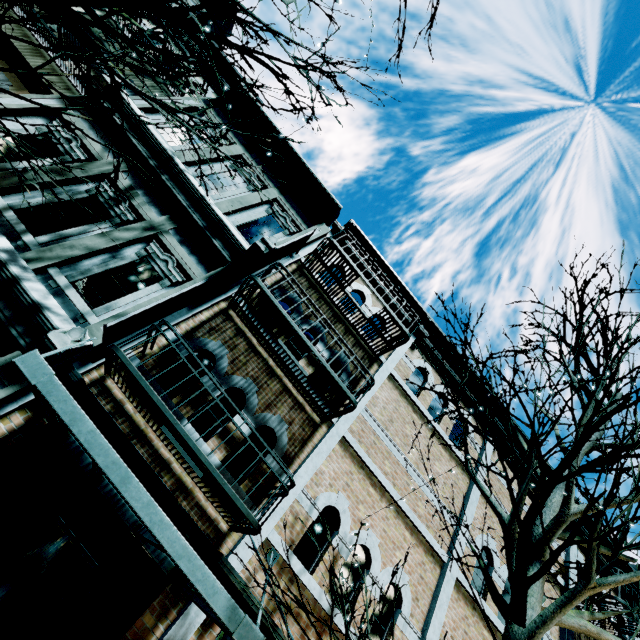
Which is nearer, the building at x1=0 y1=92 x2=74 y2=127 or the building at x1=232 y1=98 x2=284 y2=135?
the building at x1=0 y1=92 x2=74 y2=127

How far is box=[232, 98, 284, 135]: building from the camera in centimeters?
967cm

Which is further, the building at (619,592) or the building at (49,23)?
the building at (619,592)

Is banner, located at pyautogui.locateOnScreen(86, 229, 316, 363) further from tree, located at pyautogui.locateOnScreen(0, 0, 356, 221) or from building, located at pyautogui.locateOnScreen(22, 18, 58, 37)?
tree, located at pyautogui.locateOnScreen(0, 0, 356, 221)

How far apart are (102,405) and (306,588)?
4.62m
